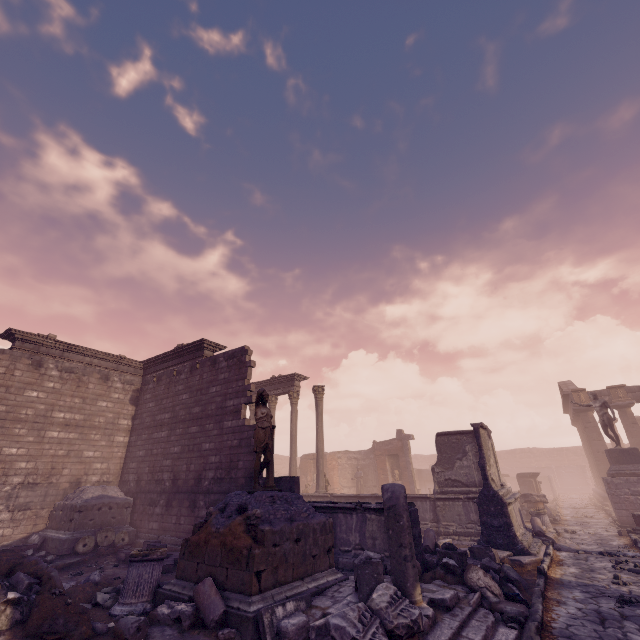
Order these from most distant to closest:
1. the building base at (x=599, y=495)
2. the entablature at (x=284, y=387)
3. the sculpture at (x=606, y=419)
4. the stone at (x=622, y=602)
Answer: the building base at (x=599, y=495), the entablature at (x=284, y=387), the sculpture at (x=606, y=419), the stone at (x=622, y=602)

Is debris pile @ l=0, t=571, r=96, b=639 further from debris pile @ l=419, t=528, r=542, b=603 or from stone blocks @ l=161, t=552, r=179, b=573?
debris pile @ l=419, t=528, r=542, b=603

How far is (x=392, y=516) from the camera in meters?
5.7

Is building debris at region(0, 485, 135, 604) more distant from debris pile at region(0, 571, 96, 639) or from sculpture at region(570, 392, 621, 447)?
sculpture at region(570, 392, 621, 447)

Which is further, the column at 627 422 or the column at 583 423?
the column at 583 423

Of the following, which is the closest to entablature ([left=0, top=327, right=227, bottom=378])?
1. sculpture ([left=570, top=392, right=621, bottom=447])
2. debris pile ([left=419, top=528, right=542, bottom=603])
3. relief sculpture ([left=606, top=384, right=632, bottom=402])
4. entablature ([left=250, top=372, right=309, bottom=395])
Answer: entablature ([left=250, top=372, right=309, bottom=395])

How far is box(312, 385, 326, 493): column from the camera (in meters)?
16.43

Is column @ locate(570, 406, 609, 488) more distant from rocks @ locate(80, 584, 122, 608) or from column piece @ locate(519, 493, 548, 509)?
rocks @ locate(80, 584, 122, 608)
